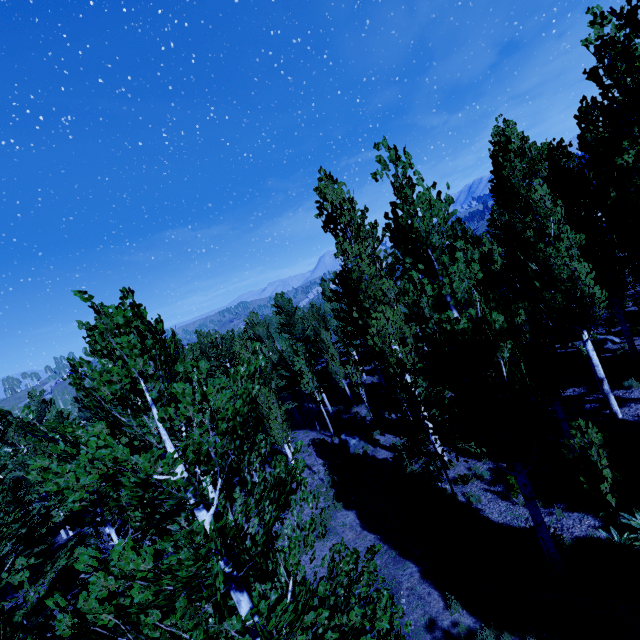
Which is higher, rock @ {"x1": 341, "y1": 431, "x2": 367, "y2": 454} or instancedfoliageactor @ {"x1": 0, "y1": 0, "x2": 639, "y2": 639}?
instancedfoliageactor @ {"x1": 0, "y1": 0, "x2": 639, "y2": 639}

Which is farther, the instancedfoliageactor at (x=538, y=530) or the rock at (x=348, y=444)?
the rock at (x=348, y=444)

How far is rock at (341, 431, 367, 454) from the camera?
18.1 meters

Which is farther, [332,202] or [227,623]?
[332,202]

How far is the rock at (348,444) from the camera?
18.12m

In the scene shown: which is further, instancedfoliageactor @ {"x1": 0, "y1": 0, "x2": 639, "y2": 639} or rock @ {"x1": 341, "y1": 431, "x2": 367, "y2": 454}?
rock @ {"x1": 341, "y1": 431, "x2": 367, "y2": 454}
